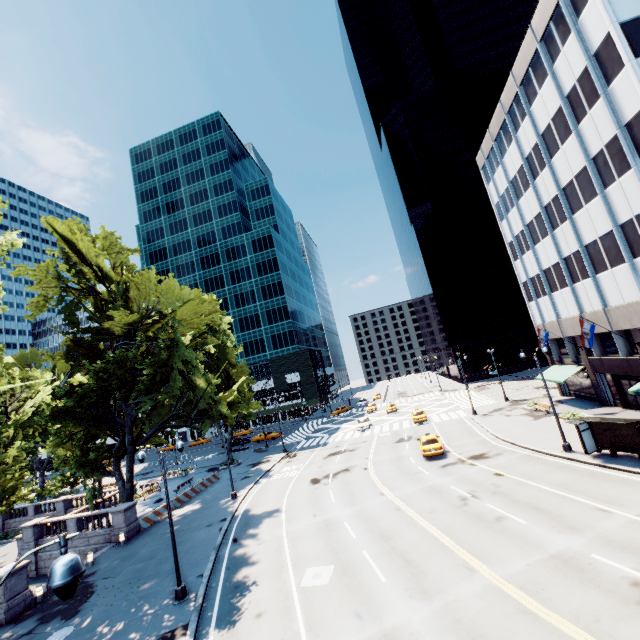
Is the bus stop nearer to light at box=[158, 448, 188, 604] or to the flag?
the flag

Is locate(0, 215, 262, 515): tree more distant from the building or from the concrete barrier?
the concrete barrier

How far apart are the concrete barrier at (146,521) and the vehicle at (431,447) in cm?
2306

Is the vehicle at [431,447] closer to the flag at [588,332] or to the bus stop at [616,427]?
the bus stop at [616,427]

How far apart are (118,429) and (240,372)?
14.9 meters

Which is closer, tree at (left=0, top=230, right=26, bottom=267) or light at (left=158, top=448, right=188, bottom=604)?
tree at (left=0, top=230, right=26, bottom=267)

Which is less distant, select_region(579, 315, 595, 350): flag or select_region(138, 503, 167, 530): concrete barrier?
select_region(579, 315, 595, 350): flag

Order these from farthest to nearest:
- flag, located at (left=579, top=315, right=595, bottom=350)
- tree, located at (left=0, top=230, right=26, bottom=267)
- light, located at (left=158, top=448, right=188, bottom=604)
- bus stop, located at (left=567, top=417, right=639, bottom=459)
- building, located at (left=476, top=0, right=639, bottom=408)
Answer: flag, located at (left=579, top=315, right=595, bottom=350)
building, located at (left=476, top=0, right=639, bottom=408)
bus stop, located at (left=567, top=417, right=639, bottom=459)
light, located at (left=158, top=448, right=188, bottom=604)
tree, located at (left=0, top=230, right=26, bottom=267)
